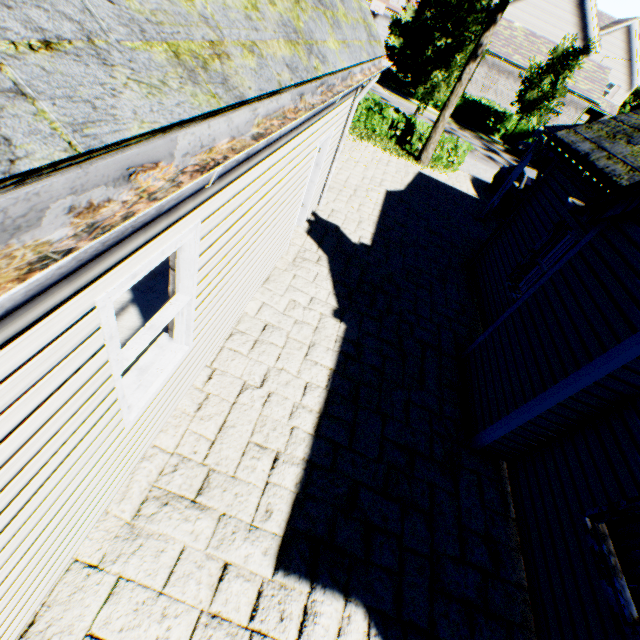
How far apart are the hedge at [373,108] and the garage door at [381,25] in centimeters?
3660cm

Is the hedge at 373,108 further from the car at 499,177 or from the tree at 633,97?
the car at 499,177

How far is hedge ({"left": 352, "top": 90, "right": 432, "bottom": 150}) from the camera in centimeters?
1527cm

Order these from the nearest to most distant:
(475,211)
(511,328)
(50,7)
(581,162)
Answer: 1. (50,7)
2. (511,328)
3. (581,162)
4. (475,211)

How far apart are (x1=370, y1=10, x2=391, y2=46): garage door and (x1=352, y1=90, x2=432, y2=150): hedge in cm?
3660

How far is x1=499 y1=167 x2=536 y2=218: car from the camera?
12.95m

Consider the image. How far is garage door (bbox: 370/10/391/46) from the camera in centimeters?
4053cm

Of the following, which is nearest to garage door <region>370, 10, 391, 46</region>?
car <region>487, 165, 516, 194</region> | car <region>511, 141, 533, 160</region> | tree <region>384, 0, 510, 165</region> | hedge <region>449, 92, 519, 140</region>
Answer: tree <region>384, 0, 510, 165</region>
